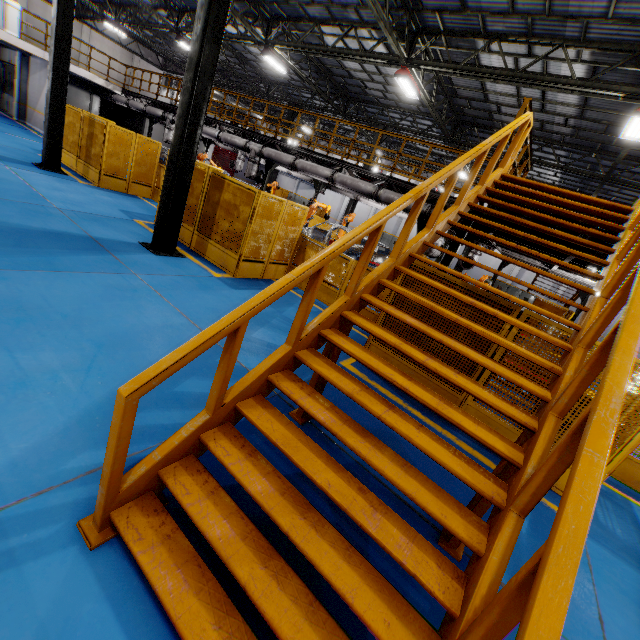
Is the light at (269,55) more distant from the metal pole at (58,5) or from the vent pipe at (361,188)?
the metal pole at (58,5)

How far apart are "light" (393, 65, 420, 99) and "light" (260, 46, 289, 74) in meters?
7.0

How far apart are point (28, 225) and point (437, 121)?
16.93m

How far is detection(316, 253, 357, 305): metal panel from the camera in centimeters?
868cm

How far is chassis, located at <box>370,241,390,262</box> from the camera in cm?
1328

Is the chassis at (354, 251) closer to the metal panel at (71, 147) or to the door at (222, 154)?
the metal panel at (71, 147)

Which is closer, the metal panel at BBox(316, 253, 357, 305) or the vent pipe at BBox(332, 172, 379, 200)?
the metal panel at BBox(316, 253, 357, 305)
